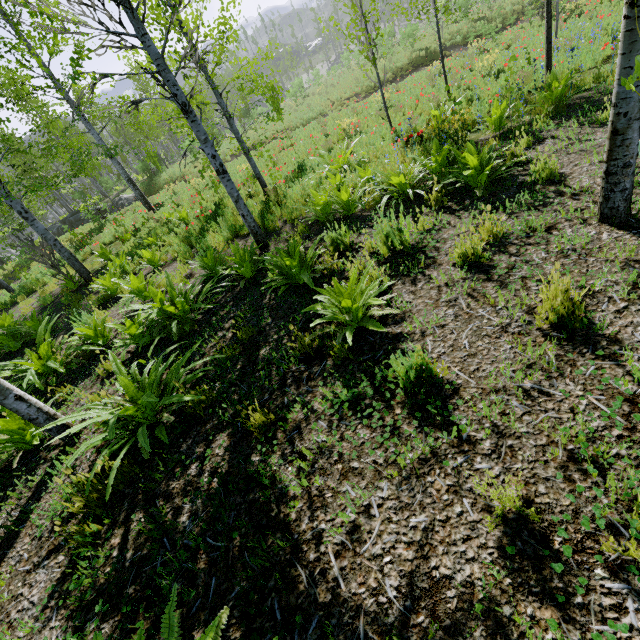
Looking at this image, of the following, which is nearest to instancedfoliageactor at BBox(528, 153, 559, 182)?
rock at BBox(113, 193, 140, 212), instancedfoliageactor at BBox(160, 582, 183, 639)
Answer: instancedfoliageactor at BBox(160, 582, 183, 639)

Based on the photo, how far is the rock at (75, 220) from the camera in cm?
2044

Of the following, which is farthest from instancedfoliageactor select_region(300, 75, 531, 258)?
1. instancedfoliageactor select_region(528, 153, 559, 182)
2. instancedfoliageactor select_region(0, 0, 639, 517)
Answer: instancedfoliageactor select_region(528, 153, 559, 182)

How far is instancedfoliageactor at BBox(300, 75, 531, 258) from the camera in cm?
439

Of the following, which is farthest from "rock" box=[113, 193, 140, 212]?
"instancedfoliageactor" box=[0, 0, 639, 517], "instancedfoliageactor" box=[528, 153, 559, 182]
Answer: "instancedfoliageactor" box=[528, 153, 559, 182]

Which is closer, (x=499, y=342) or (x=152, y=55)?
(x=499, y=342)

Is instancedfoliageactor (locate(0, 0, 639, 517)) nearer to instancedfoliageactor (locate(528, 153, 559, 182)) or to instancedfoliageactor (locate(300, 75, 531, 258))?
instancedfoliageactor (locate(300, 75, 531, 258))

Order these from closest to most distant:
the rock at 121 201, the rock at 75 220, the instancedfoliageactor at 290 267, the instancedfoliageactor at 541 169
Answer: the instancedfoliageactor at 290 267, the instancedfoliageactor at 541 169, the rock at 121 201, the rock at 75 220
